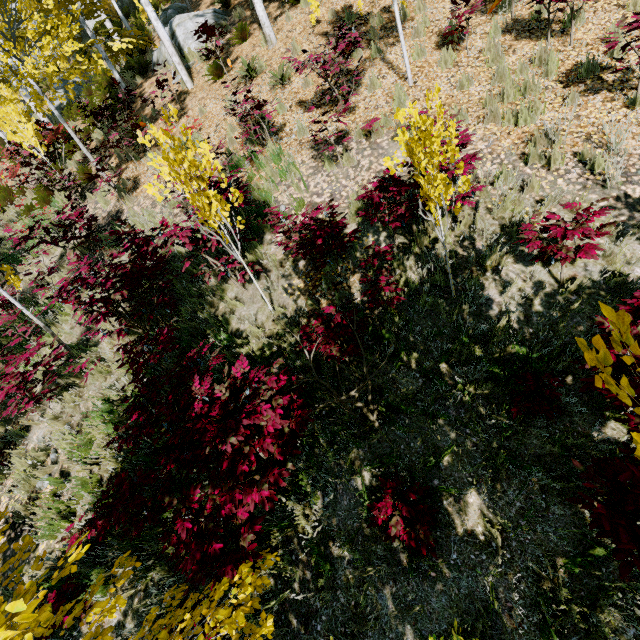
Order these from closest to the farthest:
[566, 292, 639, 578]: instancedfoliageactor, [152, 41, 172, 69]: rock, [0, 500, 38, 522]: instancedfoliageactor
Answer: [566, 292, 639, 578]: instancedfoliageactor < [0, 500, 38, 522]: instancedfoliageactor < [152, 41, 172, 69]: rock

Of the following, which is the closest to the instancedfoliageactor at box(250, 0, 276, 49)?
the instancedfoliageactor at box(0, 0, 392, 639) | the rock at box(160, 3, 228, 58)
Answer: the instancedfoliageactor at box(0, 0, 392, 639)

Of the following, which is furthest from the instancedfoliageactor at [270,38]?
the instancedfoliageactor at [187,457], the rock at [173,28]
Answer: the rock at [173,28]

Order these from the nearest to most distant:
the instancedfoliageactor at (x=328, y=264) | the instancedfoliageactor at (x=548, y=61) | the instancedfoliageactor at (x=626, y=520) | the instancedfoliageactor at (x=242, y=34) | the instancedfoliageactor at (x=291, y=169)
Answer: the instancedfoliageactor at (x=626, y=520) < the instancedfoliageactor at (x=328, y=264) < the instancedfoliageactor at (x=548, y=61) < the instancedfoliageactor at (x=291, y=169) < the instancedfoliageactor at (x=242, y=34)

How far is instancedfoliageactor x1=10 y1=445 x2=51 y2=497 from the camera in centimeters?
514cm

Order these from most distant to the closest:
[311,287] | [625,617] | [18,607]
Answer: [311,287] < [625,617] < [18,607]

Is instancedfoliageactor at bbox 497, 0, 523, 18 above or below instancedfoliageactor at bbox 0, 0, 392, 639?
above
